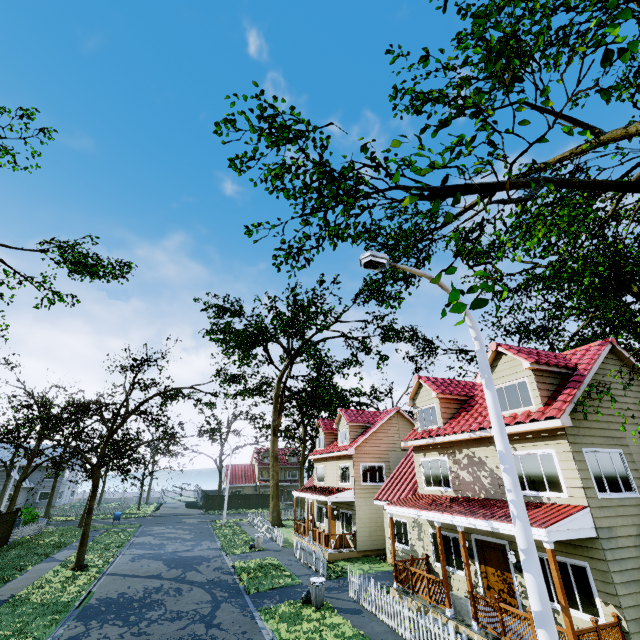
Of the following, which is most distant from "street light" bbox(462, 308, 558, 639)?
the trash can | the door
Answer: the trash can

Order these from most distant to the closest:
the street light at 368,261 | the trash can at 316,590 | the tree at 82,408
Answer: the tree at 82,408, the trash can at 316,590, the street light at 368,261

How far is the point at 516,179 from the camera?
7.4m

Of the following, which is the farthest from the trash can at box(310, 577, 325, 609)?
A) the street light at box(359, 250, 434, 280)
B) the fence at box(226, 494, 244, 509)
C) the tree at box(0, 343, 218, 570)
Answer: the tree at box(0, 343, 218, 570)

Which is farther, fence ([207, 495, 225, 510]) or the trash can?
fence ([207, 495, 225, 510])

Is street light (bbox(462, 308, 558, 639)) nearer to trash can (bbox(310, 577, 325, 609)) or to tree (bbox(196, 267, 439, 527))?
tree (bbox(196, 267, 439, 527))

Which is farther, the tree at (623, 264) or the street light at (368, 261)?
the street light at (368, 261)

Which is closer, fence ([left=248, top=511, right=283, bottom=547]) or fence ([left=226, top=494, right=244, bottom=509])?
fence ([left=248, top=511, right=283, bottom=547])
